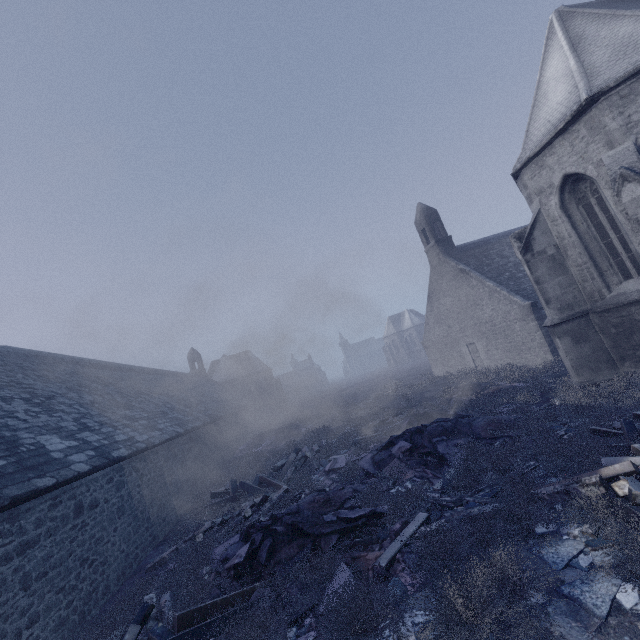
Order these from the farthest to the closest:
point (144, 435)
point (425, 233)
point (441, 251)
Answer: point (425, 233), point (441, 251), point (144, 435)

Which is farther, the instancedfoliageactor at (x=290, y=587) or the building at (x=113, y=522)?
the building at (x=113, y=522)

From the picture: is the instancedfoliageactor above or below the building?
below

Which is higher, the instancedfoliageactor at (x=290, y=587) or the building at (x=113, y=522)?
the building at (x=113, y=522)

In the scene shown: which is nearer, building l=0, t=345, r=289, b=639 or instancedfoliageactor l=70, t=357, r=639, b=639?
instancedfoliageactor l=70, t=357, r=639, b=639
